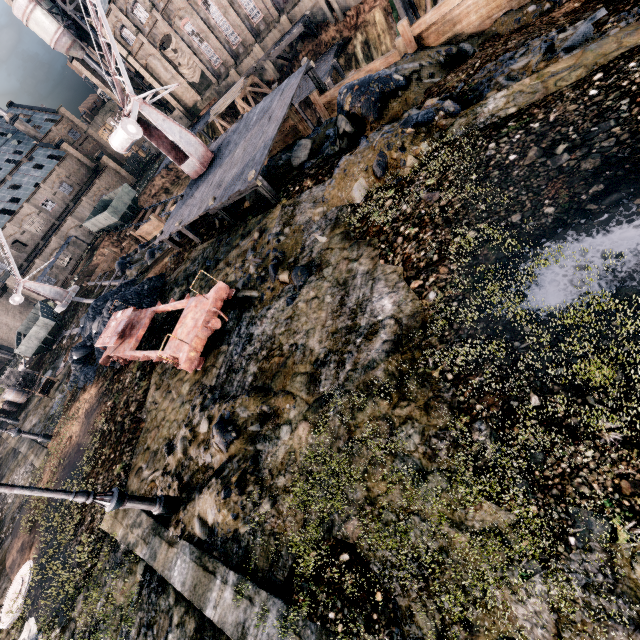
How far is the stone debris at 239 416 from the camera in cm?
664

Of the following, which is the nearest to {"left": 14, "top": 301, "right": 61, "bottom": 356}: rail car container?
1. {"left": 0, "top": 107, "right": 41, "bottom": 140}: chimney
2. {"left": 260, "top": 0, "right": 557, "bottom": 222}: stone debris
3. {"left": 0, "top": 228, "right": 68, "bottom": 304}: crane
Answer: {"left": 0, "top": 228, "right": 68, "bottom": 304}: crane

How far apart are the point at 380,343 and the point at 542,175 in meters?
4.3 m

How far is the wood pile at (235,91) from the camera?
39.2 meters

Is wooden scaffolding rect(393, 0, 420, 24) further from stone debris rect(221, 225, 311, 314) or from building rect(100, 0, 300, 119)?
stone debris rect(221, 225, 311, 314)

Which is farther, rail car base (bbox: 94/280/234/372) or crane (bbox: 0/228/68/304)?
crane (bbox: 0/228/68/304)

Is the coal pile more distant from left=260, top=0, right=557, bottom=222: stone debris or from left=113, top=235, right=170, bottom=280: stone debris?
left=260, top=0, right=557, bottom=222: stone debris

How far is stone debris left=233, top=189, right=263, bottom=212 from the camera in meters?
15.5
